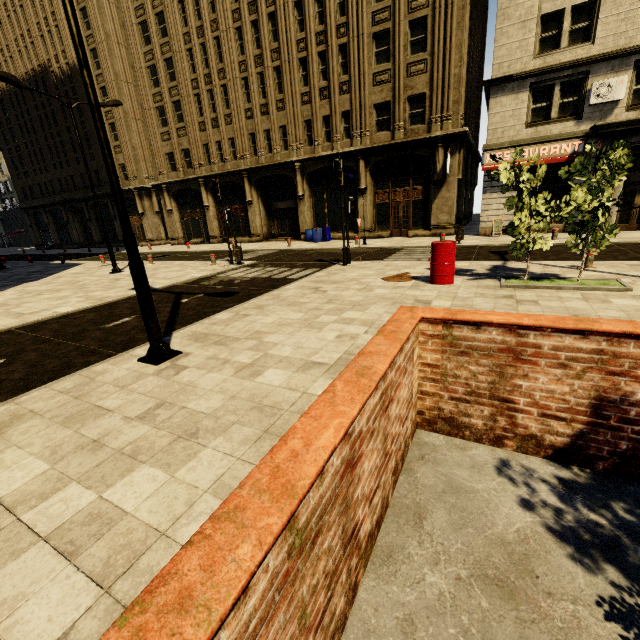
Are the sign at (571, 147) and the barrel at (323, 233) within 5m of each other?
no

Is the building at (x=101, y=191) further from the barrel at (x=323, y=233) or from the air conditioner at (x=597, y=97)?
the barrel at (x=323, y=233)

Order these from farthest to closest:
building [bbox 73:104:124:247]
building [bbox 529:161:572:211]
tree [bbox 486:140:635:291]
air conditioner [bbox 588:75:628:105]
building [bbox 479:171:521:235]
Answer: building [bbox 73:104:124:247], building [bbox 479:171:521:235], building [bbox 529:161:572:211], air conditioner [bbox 588:75:628:105], tree [bbox 486:140:635:291]

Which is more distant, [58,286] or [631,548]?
[58,286]

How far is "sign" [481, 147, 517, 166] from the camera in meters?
17.5

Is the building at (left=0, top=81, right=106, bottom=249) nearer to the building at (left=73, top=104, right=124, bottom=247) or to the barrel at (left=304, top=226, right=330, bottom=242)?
the building at (left=73, top=104, right=124, bottom=247)

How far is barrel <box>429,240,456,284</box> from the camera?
8.5m

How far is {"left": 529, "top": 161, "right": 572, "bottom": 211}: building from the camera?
17.0 meters
